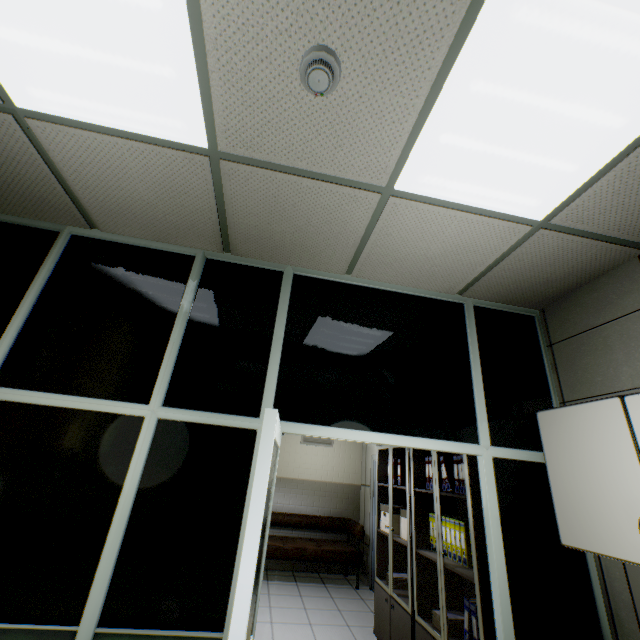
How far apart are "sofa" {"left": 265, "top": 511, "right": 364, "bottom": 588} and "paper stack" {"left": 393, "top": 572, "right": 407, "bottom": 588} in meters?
2.0

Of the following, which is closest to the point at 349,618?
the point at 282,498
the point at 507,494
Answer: the point at 282,498

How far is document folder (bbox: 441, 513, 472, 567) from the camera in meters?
2.8

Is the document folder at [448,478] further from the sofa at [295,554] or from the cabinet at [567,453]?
the sofa at [295,554]

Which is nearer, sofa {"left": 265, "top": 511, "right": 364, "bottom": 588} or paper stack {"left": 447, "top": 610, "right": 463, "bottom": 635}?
paper stack {"left": 447, "top": 610, "right": 463, "bottom": 635}

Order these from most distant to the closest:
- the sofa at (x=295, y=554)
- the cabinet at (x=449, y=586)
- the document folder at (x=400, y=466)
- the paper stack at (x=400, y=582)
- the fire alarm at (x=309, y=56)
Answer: the sofa at (x=295, y=554) → the document folder at (x=400, y=466) → the paper stack at (x=400, y=582) → the cabinet at (x=449, y=586) → the fire alarm at (x=309, y=56)

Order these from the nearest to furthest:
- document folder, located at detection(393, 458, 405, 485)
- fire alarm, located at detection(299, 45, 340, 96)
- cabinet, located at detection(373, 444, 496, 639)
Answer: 1. fire alarm, located at detection(299, 45, 340, 96)
2. cabinet, located at detection(373, 444, 496, 639)
3. document folder, located at detection(393, 458, 405, 485)

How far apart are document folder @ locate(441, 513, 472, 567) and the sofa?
3.1 meters
